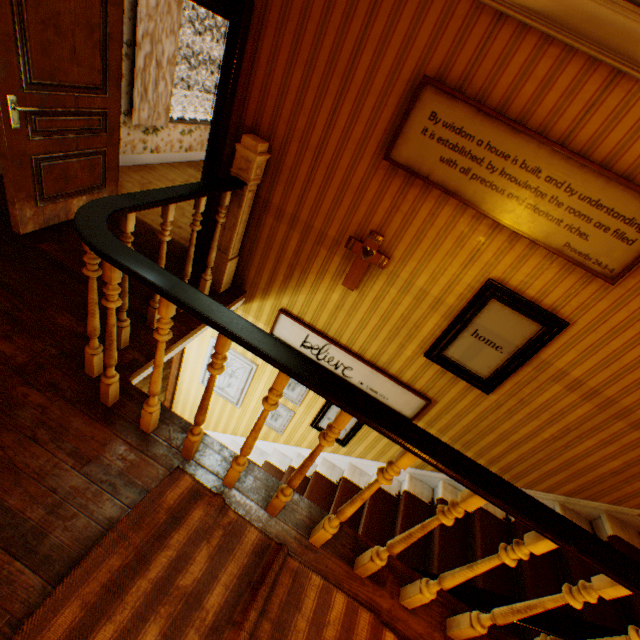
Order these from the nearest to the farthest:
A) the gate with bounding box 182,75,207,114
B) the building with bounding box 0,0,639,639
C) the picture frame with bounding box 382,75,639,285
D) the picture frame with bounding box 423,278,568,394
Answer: the building with bounding box 0,0,639,639 → the picture frame with bounding box 382,75,639,285 → the picture frame with bounding box 423,278,568,394 → the gate with bounding box 182,75,207,114

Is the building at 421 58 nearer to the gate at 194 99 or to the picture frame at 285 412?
the picture frame at 285 412

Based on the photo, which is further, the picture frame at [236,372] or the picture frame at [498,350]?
the picture frame at [236,372]

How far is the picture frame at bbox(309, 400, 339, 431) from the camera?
4.16m

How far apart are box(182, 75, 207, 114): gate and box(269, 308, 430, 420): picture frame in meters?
27.2

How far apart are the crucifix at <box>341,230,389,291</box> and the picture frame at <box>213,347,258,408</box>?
1.8m

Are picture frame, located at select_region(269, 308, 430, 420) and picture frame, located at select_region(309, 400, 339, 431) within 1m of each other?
yes

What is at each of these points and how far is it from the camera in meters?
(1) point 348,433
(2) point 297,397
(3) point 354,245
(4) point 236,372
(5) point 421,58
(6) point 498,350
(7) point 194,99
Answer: (1) picture frame, 4.3
(2) picture frame, 4.3
(3) crucifix, 3.0
(4) picture frame, 4.5
(5) building, 2.3
(6) picture frame, 3.0
(7) gate, 24.0
